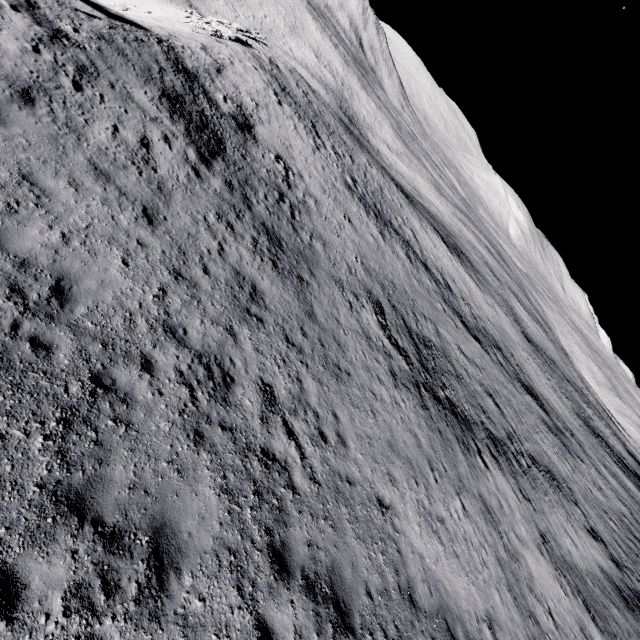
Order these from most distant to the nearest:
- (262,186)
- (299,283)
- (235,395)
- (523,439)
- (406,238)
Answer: (406,238) < (523,439) < (262,186) < (299,283) < (235,395)
